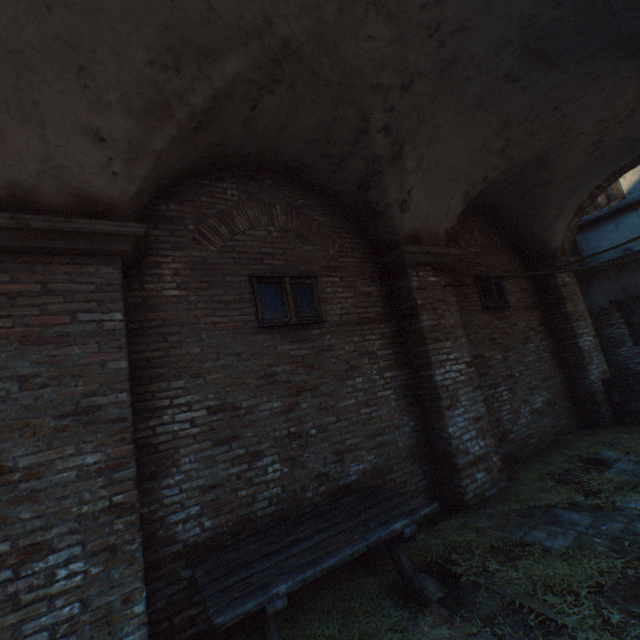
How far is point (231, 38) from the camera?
3.0m

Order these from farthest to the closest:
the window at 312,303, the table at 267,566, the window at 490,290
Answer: the window at 490,290 → the window at 312,303 → the table at 267,566

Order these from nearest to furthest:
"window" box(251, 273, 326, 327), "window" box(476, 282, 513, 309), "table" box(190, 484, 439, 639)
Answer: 1. "table" box(190, 484, 439, 639)
2. "window" box(251, 273, 326, 327)
3. "window" box(476, 282, 513, 309)

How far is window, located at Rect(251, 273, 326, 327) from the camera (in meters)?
4.34

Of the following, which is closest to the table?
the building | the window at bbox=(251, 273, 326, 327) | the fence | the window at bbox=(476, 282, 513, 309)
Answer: the window at bbox=(251, 273, 326, 327)

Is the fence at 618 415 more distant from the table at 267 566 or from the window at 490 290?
the table at 267 566

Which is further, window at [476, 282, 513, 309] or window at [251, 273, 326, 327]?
window at [476, 282, 513, 309]

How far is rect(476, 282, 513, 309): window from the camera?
6.87m
